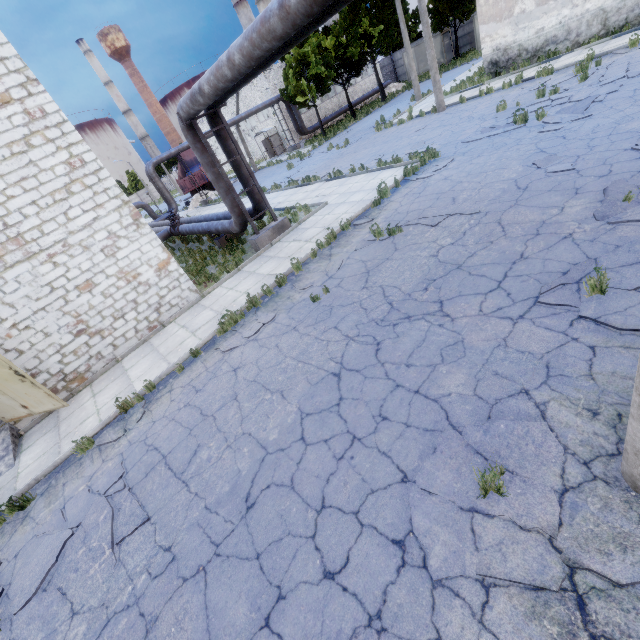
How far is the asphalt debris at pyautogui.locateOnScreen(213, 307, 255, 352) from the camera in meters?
7.8

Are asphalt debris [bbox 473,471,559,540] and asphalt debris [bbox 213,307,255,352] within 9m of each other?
yes

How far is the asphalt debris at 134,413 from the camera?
7.1 meters

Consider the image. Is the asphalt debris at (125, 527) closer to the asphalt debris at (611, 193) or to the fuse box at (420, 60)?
the asphalt debris at (611, 193)

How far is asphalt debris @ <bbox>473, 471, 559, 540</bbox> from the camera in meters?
2.9

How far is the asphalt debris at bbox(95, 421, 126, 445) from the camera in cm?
680

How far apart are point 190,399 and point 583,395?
6.68m

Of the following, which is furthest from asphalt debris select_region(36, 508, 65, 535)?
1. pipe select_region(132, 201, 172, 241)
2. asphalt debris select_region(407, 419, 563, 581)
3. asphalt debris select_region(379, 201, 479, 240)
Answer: pipe select_region(132, 201, 172, 241)
